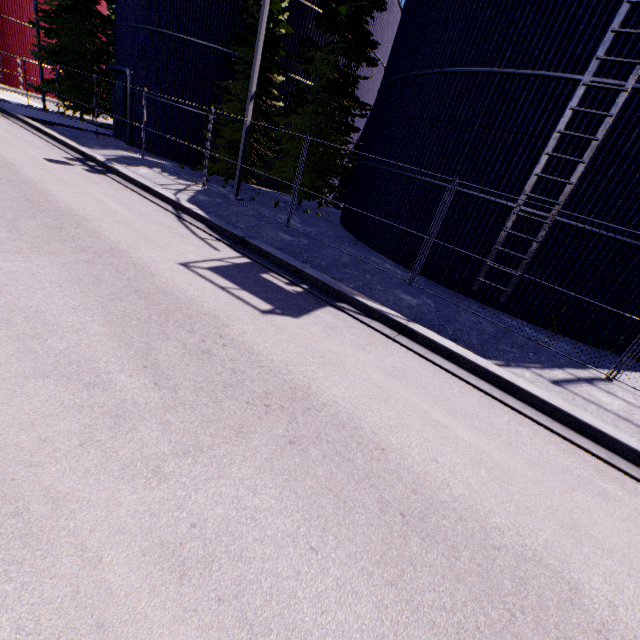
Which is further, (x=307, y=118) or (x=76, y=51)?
(x=76, y=51)

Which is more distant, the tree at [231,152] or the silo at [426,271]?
the tree at [231,152]

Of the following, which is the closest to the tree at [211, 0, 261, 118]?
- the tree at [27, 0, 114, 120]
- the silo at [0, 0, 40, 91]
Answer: the silo at [0, 0, 40, 91]

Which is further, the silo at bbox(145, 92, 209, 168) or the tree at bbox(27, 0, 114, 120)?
the tree at bbox(27, 0, 114, 120)

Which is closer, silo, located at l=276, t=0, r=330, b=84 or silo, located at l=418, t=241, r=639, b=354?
silo, located at l=418, t=241, r=639, b=354

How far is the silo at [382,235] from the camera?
11.45m

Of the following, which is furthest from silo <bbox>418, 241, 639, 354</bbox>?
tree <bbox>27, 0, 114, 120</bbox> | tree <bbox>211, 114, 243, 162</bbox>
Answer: tree <bbox>27, 0, 114, 120</bbox>

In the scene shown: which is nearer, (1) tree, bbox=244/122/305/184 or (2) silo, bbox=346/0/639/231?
(2) silo, bbox=346/0/639/231
